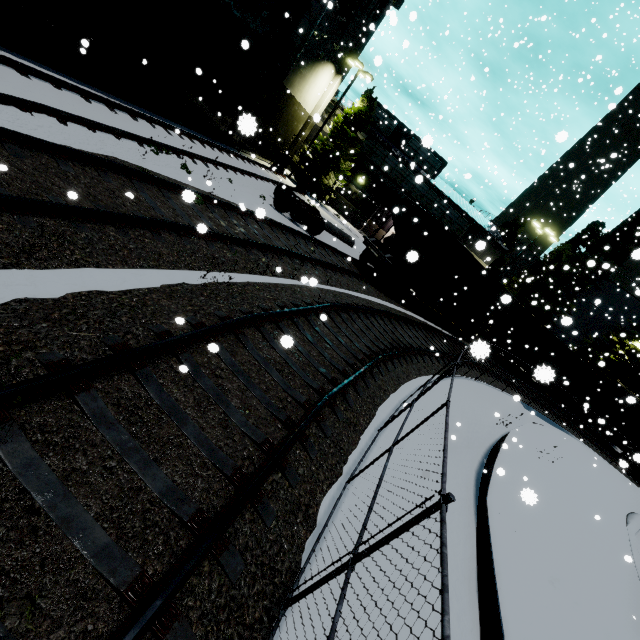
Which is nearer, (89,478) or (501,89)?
(89,478)

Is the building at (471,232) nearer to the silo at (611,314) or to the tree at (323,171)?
the tree at (323,171)

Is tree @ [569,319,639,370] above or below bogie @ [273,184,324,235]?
above

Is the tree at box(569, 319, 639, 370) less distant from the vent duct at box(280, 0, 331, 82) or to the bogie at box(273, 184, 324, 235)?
the bogie at box(273, 184, 324, 235)

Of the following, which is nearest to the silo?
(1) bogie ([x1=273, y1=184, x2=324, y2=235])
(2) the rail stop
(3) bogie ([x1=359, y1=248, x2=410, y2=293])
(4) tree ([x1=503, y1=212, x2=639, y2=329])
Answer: (4) tree ([x1=503, y1=212, x2=639, y2=329])

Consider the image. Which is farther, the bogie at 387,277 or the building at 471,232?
the building at 471,232

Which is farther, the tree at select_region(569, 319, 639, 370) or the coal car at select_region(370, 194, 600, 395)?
the tree at select_region(569, 319, 639, 370)

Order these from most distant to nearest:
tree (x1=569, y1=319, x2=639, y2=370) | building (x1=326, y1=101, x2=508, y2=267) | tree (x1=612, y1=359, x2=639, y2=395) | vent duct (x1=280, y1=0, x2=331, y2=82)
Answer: tree (x1=612, y1=359, x2=639, y2=395)
tree (x1=569, y1=319, x2=639, y2=370)
building (x1=326, y1=101, x2=508, y2=267)
vent duct (x1=280, y1=0, x2=331, y2=82)
